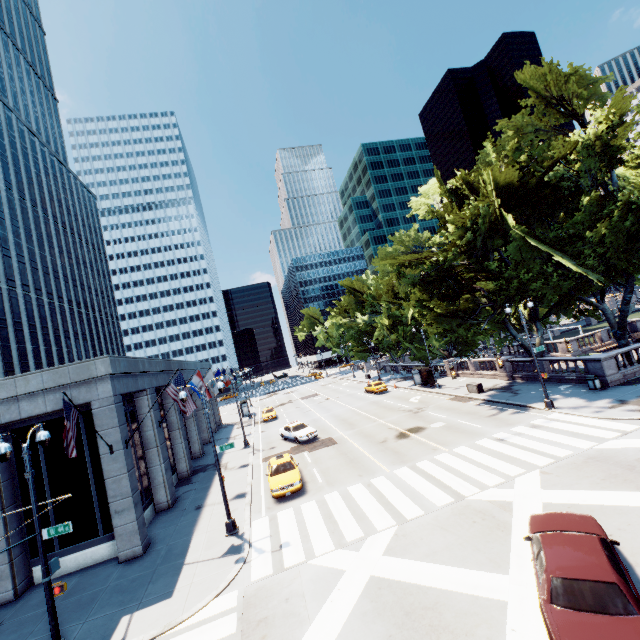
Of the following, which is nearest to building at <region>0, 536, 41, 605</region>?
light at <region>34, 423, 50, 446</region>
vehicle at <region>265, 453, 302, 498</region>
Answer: light at <region>34, 423, 50, 446</region>

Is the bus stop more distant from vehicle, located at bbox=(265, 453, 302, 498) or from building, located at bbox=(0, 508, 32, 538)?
building, located at bbox=(0, 508, 32, 538)

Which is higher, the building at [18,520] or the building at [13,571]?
the building at [18,520]

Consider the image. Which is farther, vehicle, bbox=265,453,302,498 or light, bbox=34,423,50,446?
vehicle, bbox=265,453,302,498

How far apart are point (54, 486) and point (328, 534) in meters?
13.8 m

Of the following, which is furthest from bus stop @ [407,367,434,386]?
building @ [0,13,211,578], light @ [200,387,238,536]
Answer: light @ [200,387,238,536]

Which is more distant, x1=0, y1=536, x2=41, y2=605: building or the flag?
x1=0, y1=536, x2=41, y2=605: building

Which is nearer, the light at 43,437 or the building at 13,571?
the light at 43,437
